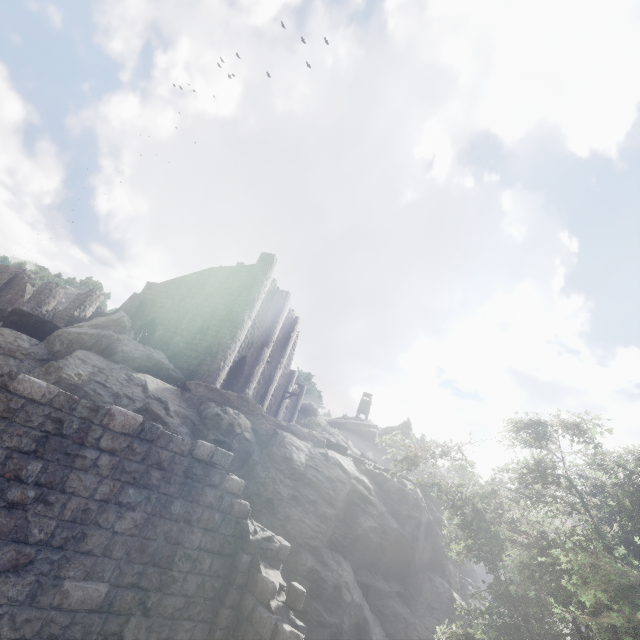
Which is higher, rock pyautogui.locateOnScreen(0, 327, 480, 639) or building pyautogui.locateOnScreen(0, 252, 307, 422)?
building pyautogui.locateOnScreen(0, 252, 307, 422)

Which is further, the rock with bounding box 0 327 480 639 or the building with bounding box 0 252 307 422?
the building with bounding box 0 252 307 422

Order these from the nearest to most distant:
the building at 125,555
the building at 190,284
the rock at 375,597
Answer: the building at 125,555, the rock at 375,597, the building at 190,284

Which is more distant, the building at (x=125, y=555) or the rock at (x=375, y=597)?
the rock at (x=375, y=597)

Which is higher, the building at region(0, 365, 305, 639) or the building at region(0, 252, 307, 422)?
the building at region(0, 252, 307, 422)

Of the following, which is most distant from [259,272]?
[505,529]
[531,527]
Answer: [531,527]

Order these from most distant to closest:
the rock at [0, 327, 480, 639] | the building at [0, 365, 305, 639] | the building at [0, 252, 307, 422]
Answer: the building at [0, 252, 307, 422] → the rock at [0, 327, 480, 639] → the building at [0, 365, 305, 639]
